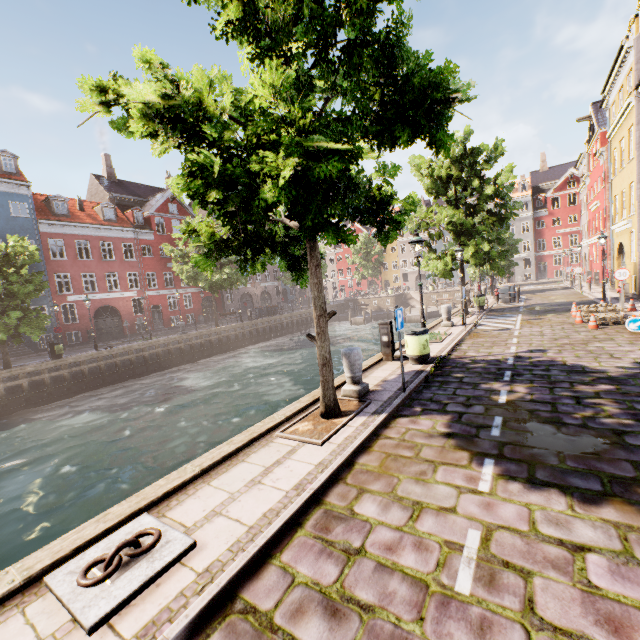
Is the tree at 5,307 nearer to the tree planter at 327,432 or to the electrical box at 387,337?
the tree planter at 327,432

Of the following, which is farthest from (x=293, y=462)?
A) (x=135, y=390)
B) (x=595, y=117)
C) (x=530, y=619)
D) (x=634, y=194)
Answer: (x=595, y=117)

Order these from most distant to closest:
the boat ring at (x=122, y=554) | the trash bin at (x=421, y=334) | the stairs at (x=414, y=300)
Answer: the stairs at (x=414, y=300)
the trash bin at (x=421, y=334)
the boat ring at (x=122, y=554)

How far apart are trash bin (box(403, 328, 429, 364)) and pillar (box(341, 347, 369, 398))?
2.4 meters

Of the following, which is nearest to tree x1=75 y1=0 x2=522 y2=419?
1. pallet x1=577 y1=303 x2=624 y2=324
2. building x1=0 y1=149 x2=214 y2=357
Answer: building x1=0 y1=149 x2=214 y2=357

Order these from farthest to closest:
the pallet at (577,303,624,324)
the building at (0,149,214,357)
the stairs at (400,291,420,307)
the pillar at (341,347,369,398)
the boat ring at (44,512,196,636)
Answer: the stairs at (400,291,420,307) < the building at (0,149,214,357) < the pallet at (577,303,624,324) < the pillar at (341,347,369,398) < the boat ring at (44,512,196,636)

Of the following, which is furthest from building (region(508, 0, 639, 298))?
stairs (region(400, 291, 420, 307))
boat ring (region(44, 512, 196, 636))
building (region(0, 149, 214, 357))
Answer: boat ring (region(44, 512, 196, 636))

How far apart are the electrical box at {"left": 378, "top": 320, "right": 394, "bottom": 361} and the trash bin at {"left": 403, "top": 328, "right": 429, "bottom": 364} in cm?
44
